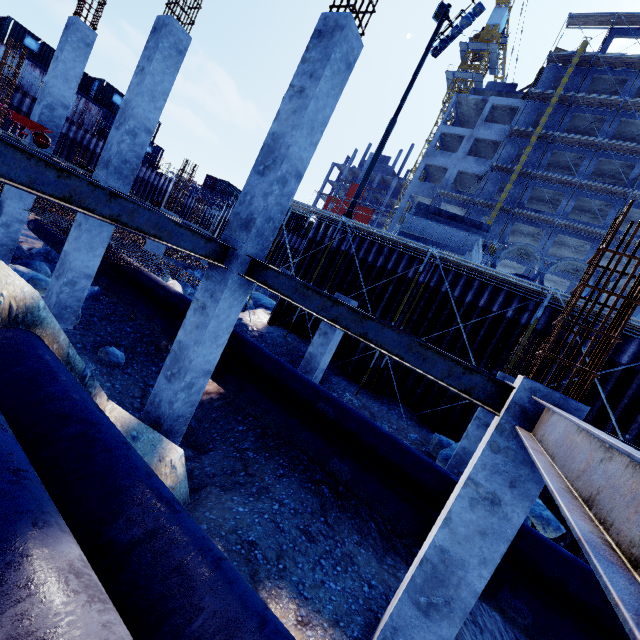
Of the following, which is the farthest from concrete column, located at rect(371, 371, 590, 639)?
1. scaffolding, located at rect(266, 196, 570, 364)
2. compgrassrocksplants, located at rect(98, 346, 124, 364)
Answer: compgrassrocksplants, located at rect(98, 346, 124, 364)

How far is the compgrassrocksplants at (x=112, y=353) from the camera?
9.4 meters

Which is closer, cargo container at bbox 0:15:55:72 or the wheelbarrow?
the wheelbarrow

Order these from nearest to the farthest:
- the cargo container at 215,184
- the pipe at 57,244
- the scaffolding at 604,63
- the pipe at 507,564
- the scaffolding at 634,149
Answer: the pipe at 507,564 → the pipe at 57,244 → the scaffolding at 634,149 → the scaffolding at 604,63 → the cargo container at 215,184

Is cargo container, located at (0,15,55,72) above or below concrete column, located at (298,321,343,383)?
above

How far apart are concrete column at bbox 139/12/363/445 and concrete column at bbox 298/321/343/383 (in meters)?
4.32

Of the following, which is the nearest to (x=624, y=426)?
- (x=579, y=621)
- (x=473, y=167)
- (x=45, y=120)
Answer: → (x=579, y=621)

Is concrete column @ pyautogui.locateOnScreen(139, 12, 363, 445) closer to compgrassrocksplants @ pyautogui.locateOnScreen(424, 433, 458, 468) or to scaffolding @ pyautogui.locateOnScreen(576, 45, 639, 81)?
compgrassrocksplants @ pyautogui.locateOnScreen(424, 433, 458, 468)
